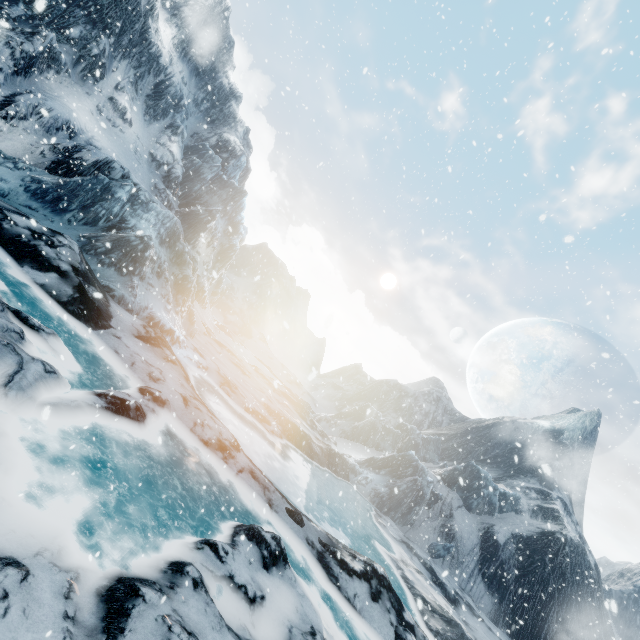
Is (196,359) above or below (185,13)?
below
